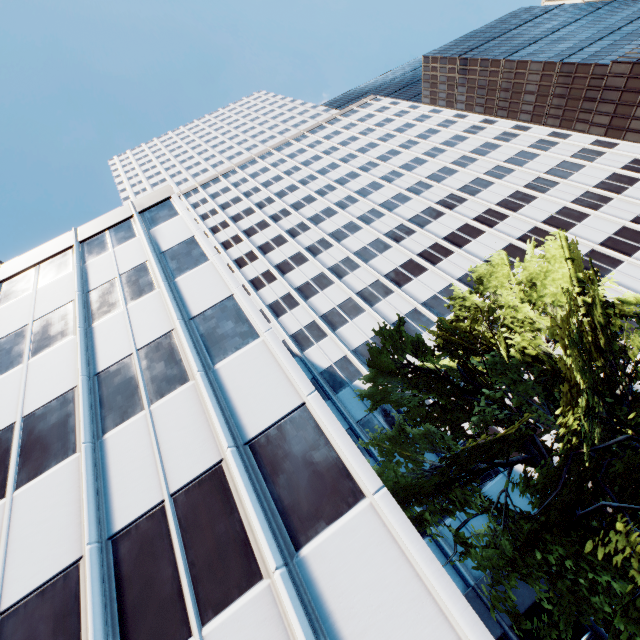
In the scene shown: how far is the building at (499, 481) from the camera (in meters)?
19.33

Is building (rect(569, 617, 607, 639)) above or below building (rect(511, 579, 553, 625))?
below

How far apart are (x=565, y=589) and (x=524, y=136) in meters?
53.7

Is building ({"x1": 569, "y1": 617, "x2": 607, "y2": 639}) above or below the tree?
below

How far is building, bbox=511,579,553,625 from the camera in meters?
16.0
